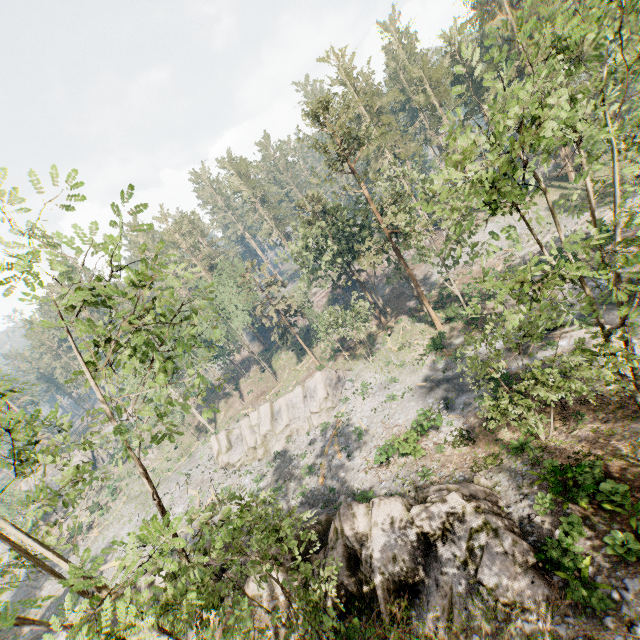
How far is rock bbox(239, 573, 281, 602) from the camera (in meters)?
17.52

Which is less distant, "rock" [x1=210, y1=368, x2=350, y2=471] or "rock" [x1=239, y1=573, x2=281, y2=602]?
"rock" [x1=239, y1=573, x2=281, y2=602]

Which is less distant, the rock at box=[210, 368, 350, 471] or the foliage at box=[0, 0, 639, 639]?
the foliage at box=[0, 0, 639, 639]

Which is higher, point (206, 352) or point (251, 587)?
point (206, 352)

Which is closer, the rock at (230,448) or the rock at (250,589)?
the rock at (250,589)

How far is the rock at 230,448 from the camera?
36.25m

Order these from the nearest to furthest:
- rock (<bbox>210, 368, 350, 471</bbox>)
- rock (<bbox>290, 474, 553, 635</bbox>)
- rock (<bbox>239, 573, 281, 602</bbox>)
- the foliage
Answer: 1. the foliage
2. rock (<bbox>290, 474, 553, 635</bbox>)
3. rock (<bbox>239, 573, 281, 602</bbox>)
4. rock (<bbox>210, 368, 350, 471</bbox>)
